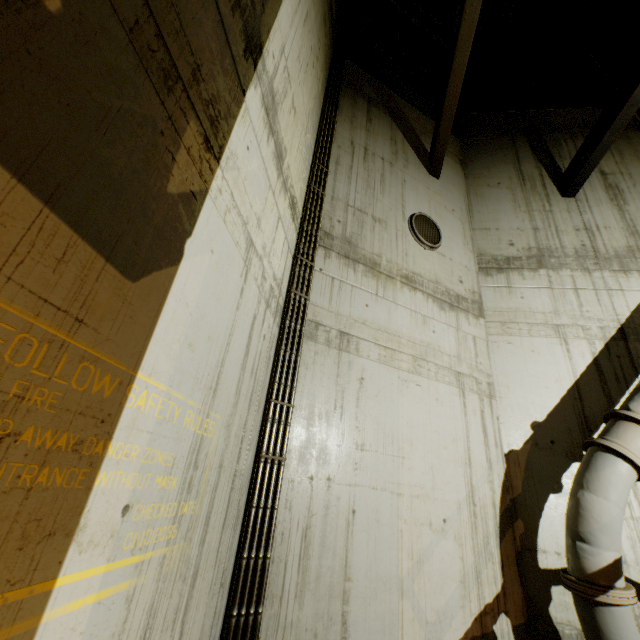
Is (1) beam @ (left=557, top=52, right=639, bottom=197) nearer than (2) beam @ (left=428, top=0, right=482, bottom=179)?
No

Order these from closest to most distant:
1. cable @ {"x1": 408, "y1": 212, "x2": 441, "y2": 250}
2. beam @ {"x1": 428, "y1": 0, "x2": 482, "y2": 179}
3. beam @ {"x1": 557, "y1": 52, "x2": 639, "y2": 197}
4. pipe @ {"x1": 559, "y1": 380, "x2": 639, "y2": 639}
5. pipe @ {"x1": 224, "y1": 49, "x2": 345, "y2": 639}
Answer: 1. pipe @ {"x1": 224, "y1": 49, "x2": 345, "y2": 639}
2. pipe @ {"x1": 559, "y1": 380, "x2": 639, "y2": 639}
3. beam @ {"x1": 428, "y1": 0, "x2": 482, "y2": 179}
4. beam @ {"x1": 557, "y1": 52, "x2": 639, "y2": 197}
5. cable @ {"x1": 408, "y1": 212, "x2": 441, "y2": 250}

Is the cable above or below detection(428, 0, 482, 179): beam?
below

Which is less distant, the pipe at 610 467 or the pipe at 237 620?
the pipe at 237 620

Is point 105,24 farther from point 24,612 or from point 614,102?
point 614,102

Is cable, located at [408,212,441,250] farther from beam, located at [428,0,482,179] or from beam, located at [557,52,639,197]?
beam, located at [557,52,639,197]

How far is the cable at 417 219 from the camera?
6.1m

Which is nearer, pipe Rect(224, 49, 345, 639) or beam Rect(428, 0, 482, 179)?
pipe Rect(224, 49, 345, 639)
